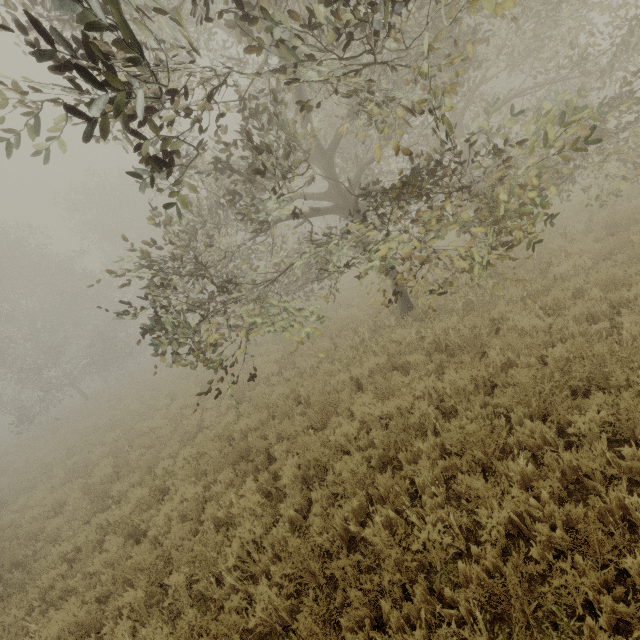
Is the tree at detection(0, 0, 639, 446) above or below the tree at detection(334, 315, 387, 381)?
above

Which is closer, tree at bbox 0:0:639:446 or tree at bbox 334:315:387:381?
tree at bbox 0:0:639:446

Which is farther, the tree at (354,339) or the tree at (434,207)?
the tree at (354,339)

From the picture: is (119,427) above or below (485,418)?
below

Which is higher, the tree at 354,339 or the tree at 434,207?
the tree at 434,207

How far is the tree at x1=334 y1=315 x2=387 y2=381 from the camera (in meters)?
7.80
